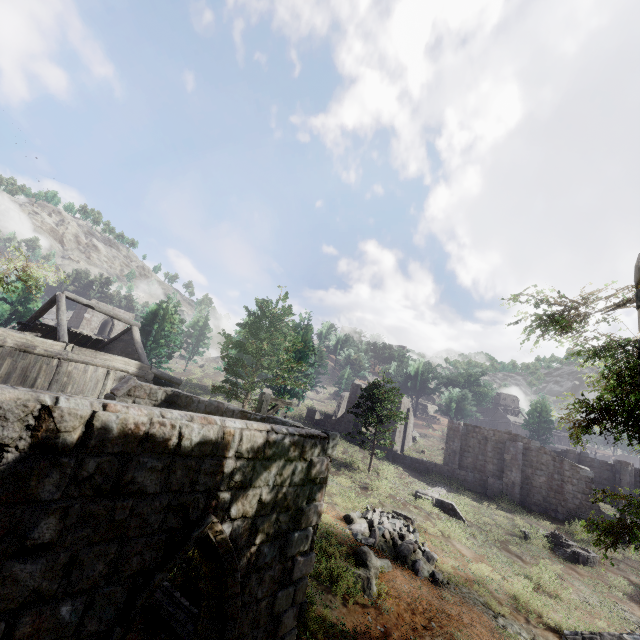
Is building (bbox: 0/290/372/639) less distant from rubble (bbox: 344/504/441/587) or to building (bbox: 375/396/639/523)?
rubble (bbox: 344/504/441/587)

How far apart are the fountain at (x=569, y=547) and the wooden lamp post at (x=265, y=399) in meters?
20.0 m

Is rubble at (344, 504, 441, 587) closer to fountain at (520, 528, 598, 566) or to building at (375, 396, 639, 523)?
building at (375, 396, 639, 523)

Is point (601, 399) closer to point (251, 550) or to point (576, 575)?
point (251, 550)

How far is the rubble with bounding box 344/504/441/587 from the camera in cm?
1243

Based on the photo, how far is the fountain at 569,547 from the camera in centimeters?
1889cm

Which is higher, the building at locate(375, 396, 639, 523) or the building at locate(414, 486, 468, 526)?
the building at locate(375, 396, 639, 523)

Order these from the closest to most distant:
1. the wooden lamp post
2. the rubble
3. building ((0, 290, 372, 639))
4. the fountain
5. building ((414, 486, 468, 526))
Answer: building ((0, 290, 372, 639)), the wooden lamp post, the rubble, the fountain, building ((414, 486, 468, 526))
